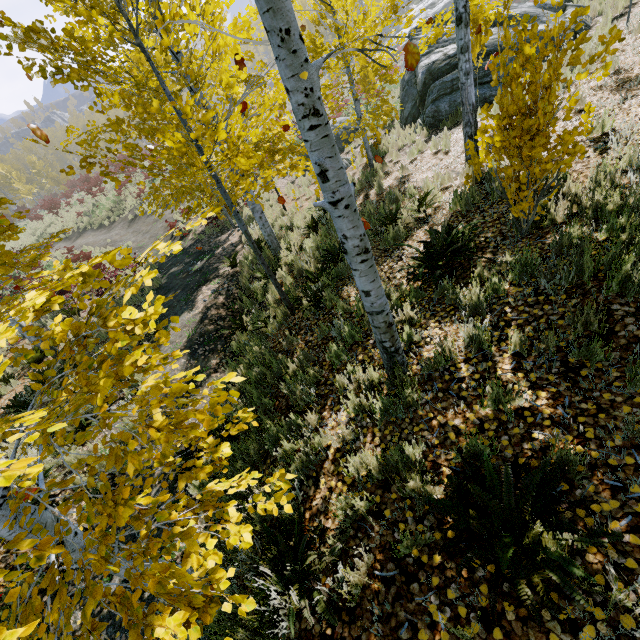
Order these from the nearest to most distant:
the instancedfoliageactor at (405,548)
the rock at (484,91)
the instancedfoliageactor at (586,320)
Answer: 1. the instancedfoliageactor at (405,548)
2. the instancedfoliageactor at (586,320)
3. the rock at (484,91)

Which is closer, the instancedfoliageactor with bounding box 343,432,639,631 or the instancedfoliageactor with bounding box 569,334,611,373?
the instancedfoliageactor with bounding box 343,432,639,631

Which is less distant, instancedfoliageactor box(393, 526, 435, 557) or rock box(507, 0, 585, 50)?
instancedfoliageactor box(393, 526, 435, 557)

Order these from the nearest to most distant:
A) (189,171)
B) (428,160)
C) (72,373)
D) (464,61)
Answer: (72,373), (464,61), (428,160), (189,171)

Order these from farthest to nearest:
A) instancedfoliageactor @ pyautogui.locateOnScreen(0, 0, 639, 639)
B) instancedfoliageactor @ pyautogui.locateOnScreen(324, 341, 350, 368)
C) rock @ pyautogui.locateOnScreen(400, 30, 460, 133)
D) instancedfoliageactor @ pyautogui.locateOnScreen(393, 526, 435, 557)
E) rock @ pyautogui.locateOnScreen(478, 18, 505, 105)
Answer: rock @ pyautogui.locateOnScreen(400, 30, 460, 133) → rock @ pyautogui.locateOnScreen(478, 18, 505, 105) → instancedfoliageactor @ pyautogui.locateOnScreen(324, 341, 350, 368) → instancedfoliageactor @ pyautogui.locateOnScreen(393, 526, 435, 557) → instancedfoliageactor @ pyautogui.locateOnScreen(0, 0, 639, 639)

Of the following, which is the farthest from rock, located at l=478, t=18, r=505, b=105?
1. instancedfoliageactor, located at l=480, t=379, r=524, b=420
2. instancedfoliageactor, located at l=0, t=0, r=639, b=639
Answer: instancedfoliageactor, located at l=480, t=379, r=524, b=420

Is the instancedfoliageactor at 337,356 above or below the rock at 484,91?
below
